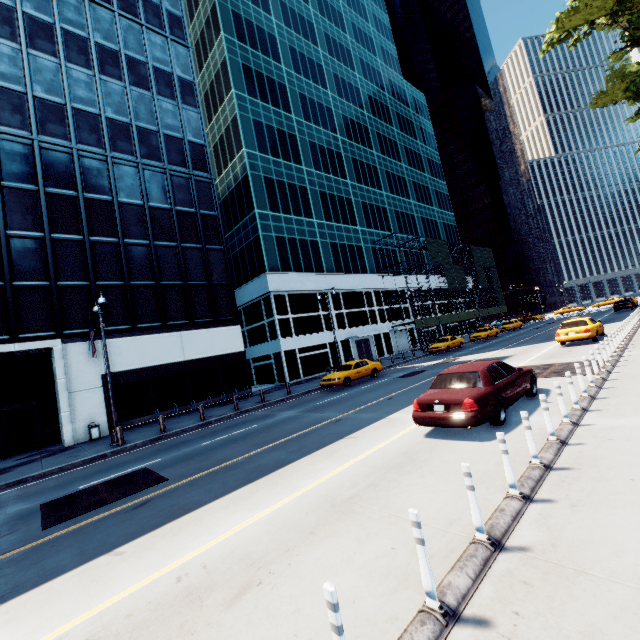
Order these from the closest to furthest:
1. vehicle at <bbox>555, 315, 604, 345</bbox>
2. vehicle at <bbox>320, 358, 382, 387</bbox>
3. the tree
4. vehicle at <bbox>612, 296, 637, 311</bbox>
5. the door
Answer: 1. the tree
2. vehicle at <bbox>555, 315, 604, 345</bbox>
3. vehicle at <bbox>320, 358, 382, 387</bbox>
4. the door
5. vehicle at <bbox>612, 296, 637, 311</bbox>

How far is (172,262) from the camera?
24.8 meters

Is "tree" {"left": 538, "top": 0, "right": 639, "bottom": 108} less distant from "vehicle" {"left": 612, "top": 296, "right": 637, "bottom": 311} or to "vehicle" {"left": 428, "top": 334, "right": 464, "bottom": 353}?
"vehicle" {"left": 612, "top": 296, "right": 637, "bottom": 311}

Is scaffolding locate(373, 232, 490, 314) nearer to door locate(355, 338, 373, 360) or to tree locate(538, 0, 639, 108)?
door locate(355, 338, 373, 360)

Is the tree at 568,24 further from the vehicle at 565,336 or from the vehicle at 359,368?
the vehicle at 359,368

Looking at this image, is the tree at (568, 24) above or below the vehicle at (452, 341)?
above

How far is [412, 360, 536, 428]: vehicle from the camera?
7.51m

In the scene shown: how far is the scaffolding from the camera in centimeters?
4447cm
